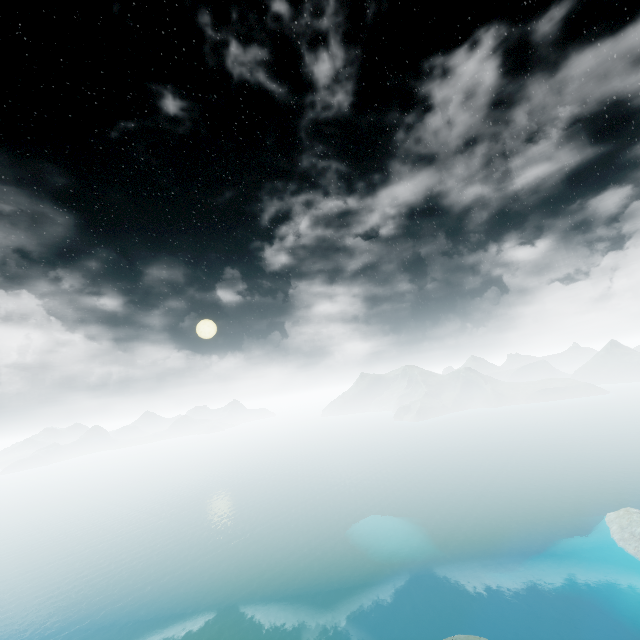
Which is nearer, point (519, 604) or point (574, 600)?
point (574, 600)
